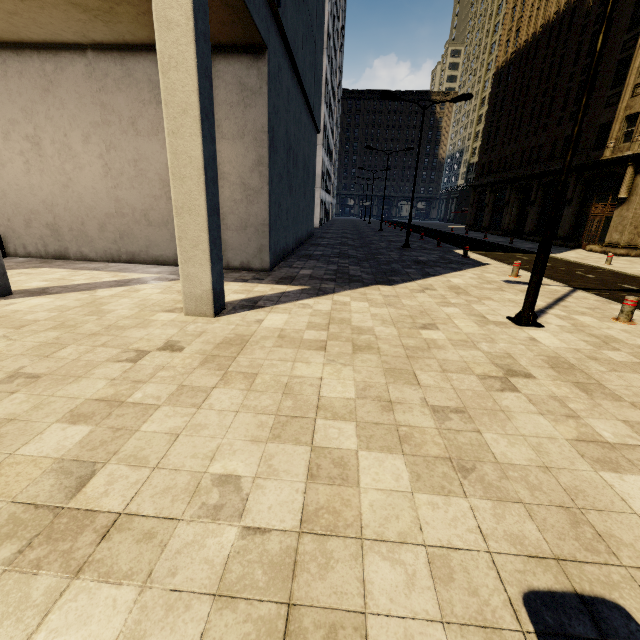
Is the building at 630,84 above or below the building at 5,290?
above

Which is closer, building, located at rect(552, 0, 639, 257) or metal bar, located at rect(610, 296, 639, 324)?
metal bar, located at rect(610, 296, 639, 324)

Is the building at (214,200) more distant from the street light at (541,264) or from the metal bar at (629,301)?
the metal bar at (629,301)

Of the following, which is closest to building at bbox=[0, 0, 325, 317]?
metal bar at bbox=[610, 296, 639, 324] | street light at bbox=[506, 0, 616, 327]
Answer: street light at bbox=[506, 0, 616, 327]

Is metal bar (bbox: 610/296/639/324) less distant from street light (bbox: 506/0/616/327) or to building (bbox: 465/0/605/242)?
street light (bbox: 506/0/616/327)

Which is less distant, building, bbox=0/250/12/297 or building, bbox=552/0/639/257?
building, bbox=0/250/12/297

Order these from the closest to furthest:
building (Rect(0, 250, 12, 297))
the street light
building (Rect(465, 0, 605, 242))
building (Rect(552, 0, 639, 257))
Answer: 1. the street light
2. building (Rect(0, 250, 12, 297))
3. building (Rect(552, 0, 639, 257))
4. building (Rect(465, 0, 605, 242))

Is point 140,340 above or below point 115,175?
below
